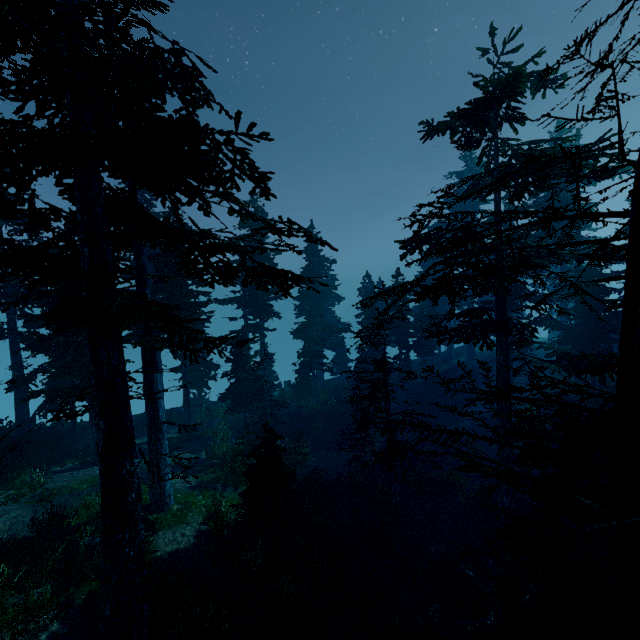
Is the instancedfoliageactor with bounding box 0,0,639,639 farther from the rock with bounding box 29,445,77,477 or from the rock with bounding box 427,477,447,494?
the rock with bounding box 427,477,447,494

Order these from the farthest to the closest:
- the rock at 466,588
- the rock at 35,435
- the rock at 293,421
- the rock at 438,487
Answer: the rock at 293,421 → the rock at 438,487 → the rock at 35,435 → the rock at 466,588

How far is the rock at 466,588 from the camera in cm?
1164

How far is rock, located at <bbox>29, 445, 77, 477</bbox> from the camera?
16.9 meters

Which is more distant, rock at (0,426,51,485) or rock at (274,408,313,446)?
rock at (274,408,313,446)

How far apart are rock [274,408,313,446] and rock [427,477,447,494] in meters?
8.1 m

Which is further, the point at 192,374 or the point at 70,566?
the point at 192,374

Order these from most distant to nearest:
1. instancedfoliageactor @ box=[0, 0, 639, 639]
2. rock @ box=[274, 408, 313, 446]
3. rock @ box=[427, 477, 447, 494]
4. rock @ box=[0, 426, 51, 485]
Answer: rock @ box=[274, 408, 313, 446] < rock @ box=[427, 477, 447, 494] < rock @ box=[0, 426, 51, 485] < instancedfoliageactor @ box=[0, 0, 639, 639]
